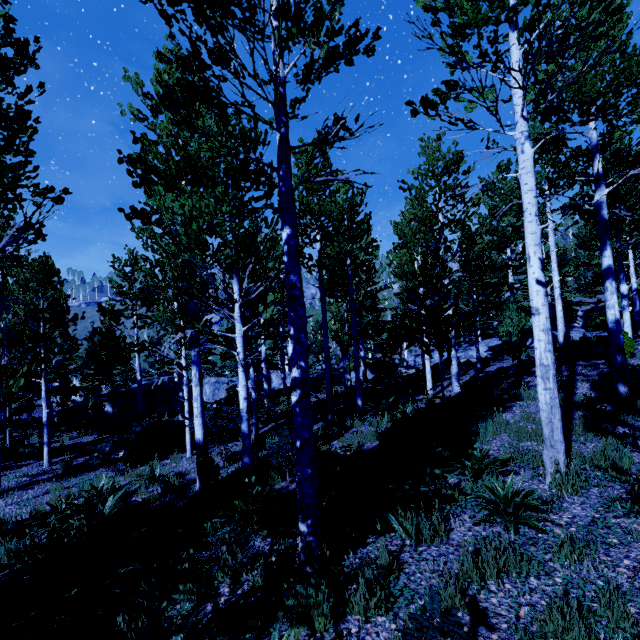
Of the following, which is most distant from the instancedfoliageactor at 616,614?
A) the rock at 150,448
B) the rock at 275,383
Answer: the rock at 150,448

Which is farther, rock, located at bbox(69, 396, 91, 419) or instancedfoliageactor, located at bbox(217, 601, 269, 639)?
rock, located at bbox(69, 396, 91, 419)

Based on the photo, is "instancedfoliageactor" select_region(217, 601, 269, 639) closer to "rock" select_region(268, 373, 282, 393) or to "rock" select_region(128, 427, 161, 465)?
"rock" select_region(268, 373, 282, 393)

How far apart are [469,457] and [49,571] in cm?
588

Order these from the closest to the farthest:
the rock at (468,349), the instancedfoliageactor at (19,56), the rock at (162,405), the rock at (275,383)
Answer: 1. the instancedfoliageactor at (19,56)
2. the rock at (468,349)
3. the rock at (275,383)
4. the rock at (162,405)

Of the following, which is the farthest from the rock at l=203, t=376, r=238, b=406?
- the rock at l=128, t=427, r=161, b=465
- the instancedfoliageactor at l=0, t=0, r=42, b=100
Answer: the rock at l=128, t=427, r=161, b=465

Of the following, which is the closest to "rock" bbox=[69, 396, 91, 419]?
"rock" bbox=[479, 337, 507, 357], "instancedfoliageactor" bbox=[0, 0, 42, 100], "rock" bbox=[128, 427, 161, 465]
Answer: "instancedfoliageactor" bbox=[0, 0, 42, 100]
